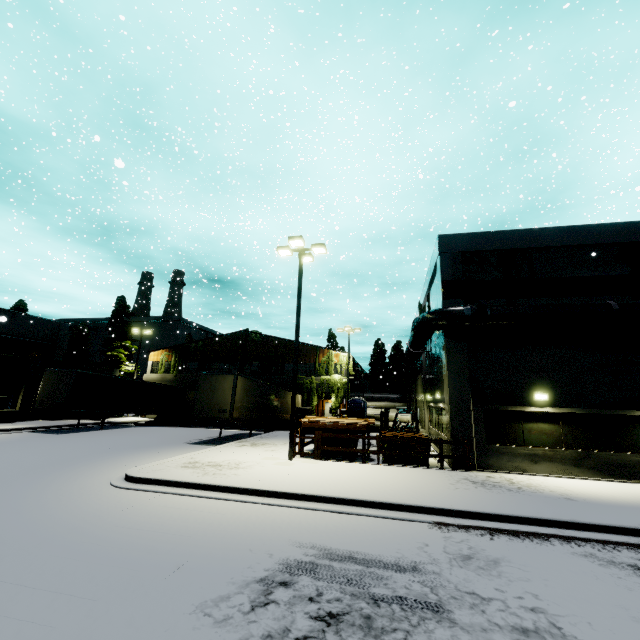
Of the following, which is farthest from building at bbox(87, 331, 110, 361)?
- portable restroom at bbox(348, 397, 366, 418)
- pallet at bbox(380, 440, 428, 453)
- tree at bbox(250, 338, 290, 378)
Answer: portable restroom at bbox(348, 397, 366, 418)

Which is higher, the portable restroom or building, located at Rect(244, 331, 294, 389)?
building, located at Rect(244, 331, 294, 389)

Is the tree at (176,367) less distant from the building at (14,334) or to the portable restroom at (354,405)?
the building at (14,334)

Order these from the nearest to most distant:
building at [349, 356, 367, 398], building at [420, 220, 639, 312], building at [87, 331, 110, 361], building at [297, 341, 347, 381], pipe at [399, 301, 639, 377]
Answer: pipe at [399, 301, 639, 377] → building at [420, 220, 639, 312] → building at [297, 341, 347, 381] → building at [349, 356, 367, 398] → building at [87, 331, 110, 361]

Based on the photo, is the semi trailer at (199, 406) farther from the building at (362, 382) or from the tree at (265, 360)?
the tree at (265, 360)

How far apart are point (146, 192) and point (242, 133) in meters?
17.2

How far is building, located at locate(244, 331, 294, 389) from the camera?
34.23m

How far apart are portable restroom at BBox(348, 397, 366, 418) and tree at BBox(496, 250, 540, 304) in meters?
14.2 m
